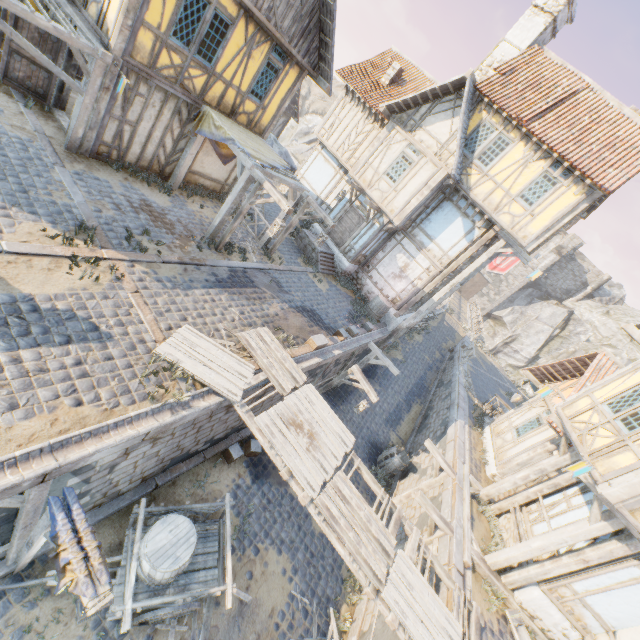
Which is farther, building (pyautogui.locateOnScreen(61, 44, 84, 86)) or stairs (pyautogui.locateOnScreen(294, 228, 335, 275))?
stairs (pyautogui.locateOnScreen(294, 228, 335, 275))

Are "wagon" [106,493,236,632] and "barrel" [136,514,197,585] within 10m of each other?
yes

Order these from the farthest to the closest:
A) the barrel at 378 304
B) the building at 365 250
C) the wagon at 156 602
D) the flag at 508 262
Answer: Result: the flag at 508 262, the barrel at 378 304, the building at 365 250, the wagon at 156 602

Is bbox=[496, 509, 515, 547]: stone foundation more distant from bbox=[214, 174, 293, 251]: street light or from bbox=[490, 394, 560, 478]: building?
bbox=[214, 174, 293, 251]: street light

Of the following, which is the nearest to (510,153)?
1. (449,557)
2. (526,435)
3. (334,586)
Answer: (526,435)

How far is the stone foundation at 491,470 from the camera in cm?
1310

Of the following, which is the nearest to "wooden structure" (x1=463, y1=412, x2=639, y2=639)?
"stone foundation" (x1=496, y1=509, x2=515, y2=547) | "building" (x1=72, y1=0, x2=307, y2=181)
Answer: "stone foundation" (x1=496, y1=509, x2=515, y2=547)

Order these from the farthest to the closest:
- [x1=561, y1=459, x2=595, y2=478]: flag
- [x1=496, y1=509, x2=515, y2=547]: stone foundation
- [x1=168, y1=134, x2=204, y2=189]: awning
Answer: [x1=168, y1=134, x2=204, y2=189]: awning, [x1=496, y1=509, x2=515, y2=547]: stone foundation, [x1=561, y1=459, x2=595, y2=478]: flag
